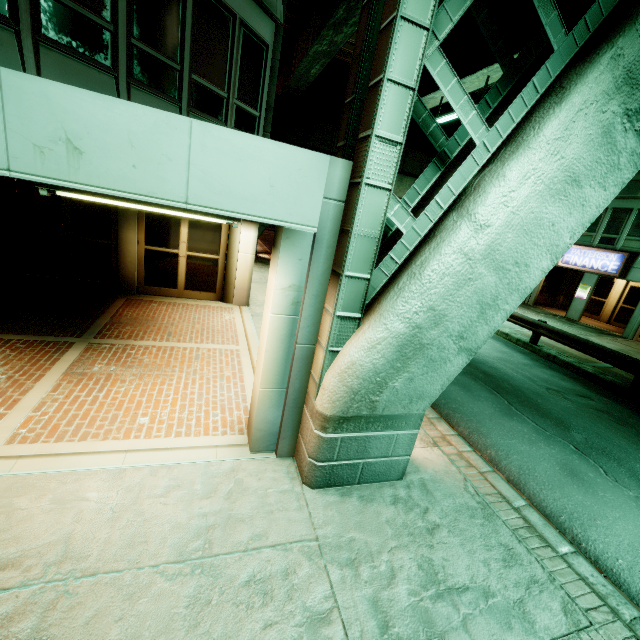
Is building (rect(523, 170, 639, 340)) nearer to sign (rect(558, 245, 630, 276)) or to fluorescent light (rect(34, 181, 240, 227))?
sign (rect(558, 245, 630, 276))

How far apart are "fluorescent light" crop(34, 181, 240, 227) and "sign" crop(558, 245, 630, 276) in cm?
2315

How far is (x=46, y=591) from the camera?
2.5 meters

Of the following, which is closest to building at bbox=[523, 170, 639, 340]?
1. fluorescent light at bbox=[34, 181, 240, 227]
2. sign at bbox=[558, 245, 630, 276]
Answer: sign at bbox=[558, 245, 630, 276]

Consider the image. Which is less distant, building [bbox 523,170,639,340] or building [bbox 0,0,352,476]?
building [bbox 0,0,352,476]

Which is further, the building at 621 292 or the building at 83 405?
the building at 621 292

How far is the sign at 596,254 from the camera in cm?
1815

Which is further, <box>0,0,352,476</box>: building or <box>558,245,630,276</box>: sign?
<box>558,245,630,276</box>: sign
